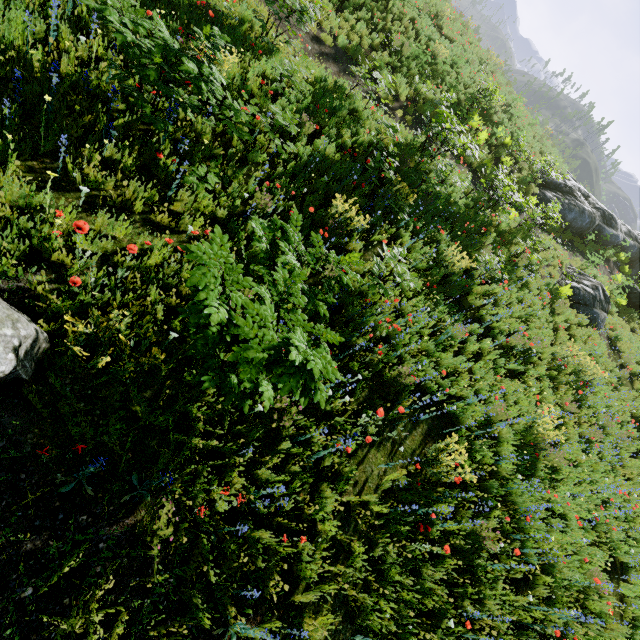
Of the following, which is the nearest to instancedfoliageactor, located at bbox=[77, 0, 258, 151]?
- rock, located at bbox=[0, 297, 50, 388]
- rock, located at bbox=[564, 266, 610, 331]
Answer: rock, located at bbox=[0, 297, 50, 388]

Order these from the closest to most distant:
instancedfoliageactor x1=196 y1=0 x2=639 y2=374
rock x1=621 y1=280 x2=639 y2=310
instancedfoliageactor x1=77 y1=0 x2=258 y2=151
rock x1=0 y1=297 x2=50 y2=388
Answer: rock x1=0 y1=297 x2=50 y2=388
instancedfoliageactor x1=77 y1=0 x2=258 y2=151
instancedfoliageactor x1=196 y1=0 x2=639 y2=374
rock x1=621 y1=280 x2=639 y2=310

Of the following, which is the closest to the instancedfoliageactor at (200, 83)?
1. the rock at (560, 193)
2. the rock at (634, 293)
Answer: the rock at (560, 193)

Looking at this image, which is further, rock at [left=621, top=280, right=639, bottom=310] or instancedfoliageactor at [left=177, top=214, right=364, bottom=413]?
rock at [left=621, top=280, right=639, bottom=310]

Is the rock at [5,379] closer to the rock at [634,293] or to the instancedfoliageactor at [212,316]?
the instancedfoliageactor at [212,316]

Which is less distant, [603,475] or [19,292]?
[19,292]

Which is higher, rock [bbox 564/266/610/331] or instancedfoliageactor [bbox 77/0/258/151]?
rock [bbox 564/266/610/331]

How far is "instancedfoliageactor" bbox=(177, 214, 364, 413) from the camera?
2.4m
